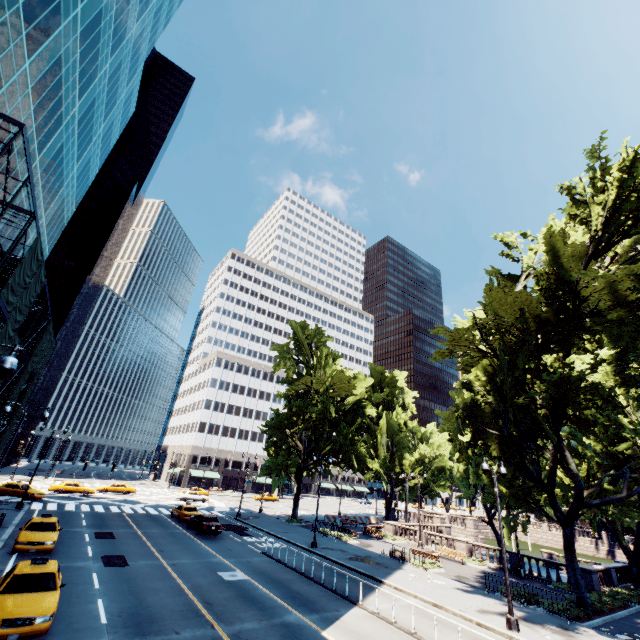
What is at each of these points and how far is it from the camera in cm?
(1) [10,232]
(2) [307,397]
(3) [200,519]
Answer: (1) building, 2447
(2) tree, 4553
(3) vehicle, 2827

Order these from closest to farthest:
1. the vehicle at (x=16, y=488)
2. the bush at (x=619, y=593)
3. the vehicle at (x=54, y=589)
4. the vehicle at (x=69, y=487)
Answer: the vehicle at (x=54, y=589) < the bush at (x=619, y=593) < the vehicle at (x=16, y=488) < the vehicle at (x=69, y=487)

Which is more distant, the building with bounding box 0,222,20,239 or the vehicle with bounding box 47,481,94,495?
the vehicle with bounding box 47,481,94,495

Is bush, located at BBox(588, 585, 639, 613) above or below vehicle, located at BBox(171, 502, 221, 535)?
below

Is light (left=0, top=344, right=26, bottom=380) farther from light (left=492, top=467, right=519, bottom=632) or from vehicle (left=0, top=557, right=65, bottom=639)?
light (left=492, top=467, right=519, bottom=632)

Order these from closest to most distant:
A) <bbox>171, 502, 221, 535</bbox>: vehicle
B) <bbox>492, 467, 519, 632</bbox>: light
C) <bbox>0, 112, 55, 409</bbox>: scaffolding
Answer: <bbox>0, 112, 55, 409</bbox>: scaffolding < <bbox>492, 467, 519, 632</bbox>: light < <bbox>171, 502, 221, 535</bbox>: vehicle

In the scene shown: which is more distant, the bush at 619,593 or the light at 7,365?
the bush at 619,593

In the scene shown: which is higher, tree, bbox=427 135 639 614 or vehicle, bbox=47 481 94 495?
tree, bbox=427 135 639 614
